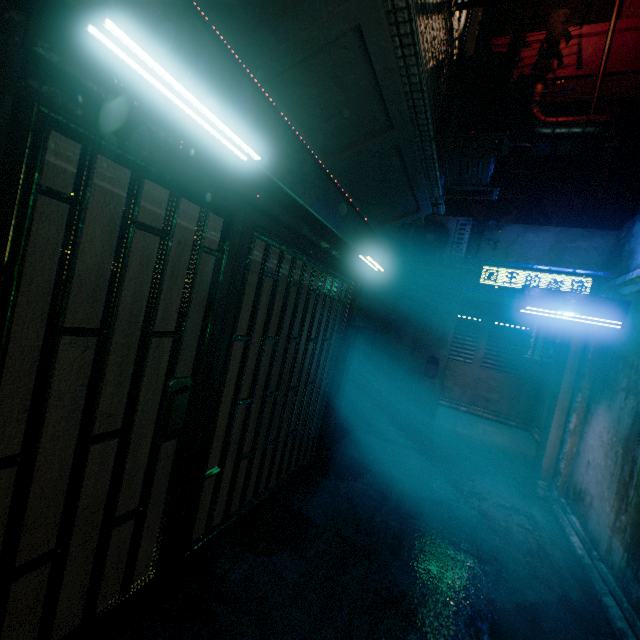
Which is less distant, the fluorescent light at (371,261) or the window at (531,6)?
the fluorescent light at (371,261)

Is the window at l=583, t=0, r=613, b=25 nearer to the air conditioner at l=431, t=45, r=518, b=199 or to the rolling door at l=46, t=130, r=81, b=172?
the air conditioner at l=431, t=45, r=518, b=199

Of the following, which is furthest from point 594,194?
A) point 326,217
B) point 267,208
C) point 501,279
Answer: point 267,208

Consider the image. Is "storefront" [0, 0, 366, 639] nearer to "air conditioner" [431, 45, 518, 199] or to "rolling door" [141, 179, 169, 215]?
"rolling door" [141, 179, 169, 215]

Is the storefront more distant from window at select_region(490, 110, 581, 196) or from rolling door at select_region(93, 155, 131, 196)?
window at select_region(490, 110, 581, 196)

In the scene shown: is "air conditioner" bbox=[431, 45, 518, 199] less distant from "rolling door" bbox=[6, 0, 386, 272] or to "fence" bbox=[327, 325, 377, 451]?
"rolling door" bbox=[6, 0, 386, 272]

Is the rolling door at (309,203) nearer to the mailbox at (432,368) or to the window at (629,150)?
the mailbox at (432,368)

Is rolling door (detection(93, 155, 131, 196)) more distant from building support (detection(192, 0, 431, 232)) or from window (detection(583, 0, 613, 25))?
window (detection(583, 0, 613, 25))
